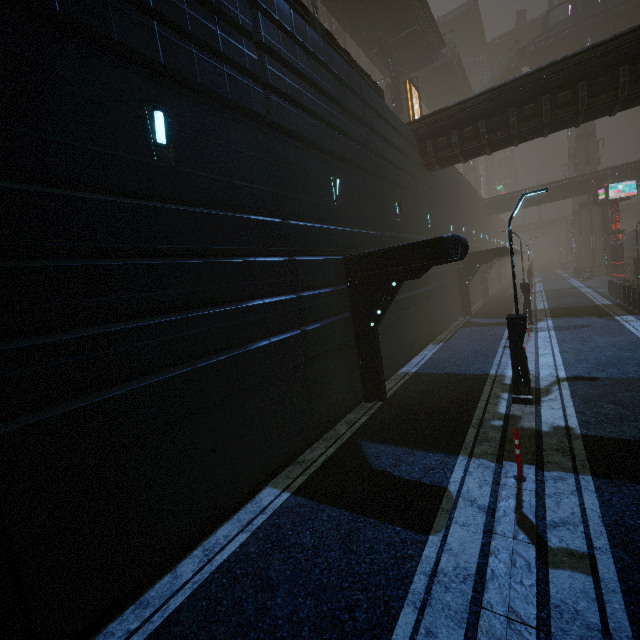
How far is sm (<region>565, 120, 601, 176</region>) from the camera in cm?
4322

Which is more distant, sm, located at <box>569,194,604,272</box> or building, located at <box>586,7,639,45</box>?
sm, located at <box>569,194,604,272</box>

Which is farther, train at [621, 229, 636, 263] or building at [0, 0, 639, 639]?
train at [621, 229, 636, 263]

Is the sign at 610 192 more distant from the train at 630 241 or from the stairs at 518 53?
the stairs at 518 53

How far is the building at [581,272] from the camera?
37.5m

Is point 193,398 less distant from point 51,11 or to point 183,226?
point 183,226

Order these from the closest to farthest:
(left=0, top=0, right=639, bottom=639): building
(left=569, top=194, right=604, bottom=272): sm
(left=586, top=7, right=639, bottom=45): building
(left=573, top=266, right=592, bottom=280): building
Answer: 1. (left=0, top=0, right=639, bottom=639): building
2. (left=586, top=7, right=639, bottom=45): building
3. (left=573, top=266, right=592, bottom=280): building
4. (left=569, top=194, right=604, bottom=272): sm

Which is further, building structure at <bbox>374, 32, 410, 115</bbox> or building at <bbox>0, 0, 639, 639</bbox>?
building structure at <bbox>374, 32, 410, 115</bbox>
